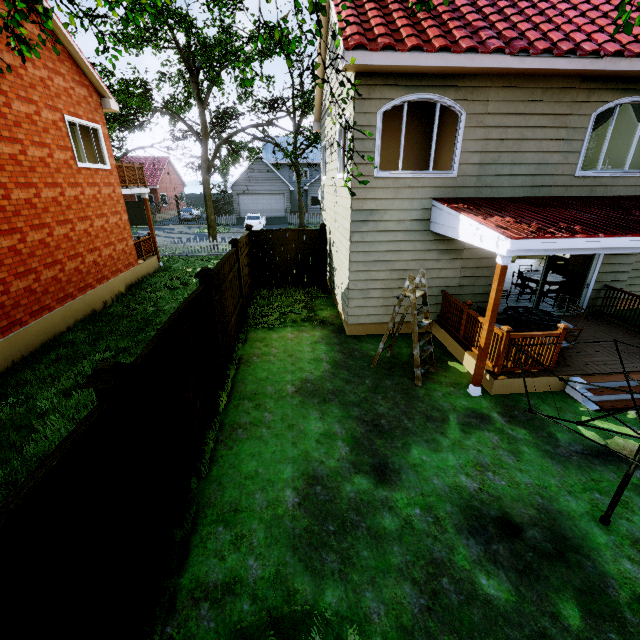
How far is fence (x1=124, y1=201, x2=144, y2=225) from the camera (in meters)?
31.62

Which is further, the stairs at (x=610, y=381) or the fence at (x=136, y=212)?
the fence at (x=136, y=212)

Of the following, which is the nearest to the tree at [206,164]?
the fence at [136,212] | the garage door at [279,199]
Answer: the fence at [136,212]

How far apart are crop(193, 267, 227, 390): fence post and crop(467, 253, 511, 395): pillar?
4.95m

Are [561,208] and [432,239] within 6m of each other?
yes

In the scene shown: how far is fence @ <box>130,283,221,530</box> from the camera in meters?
3.4

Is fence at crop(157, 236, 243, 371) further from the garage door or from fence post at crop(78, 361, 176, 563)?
the garage door

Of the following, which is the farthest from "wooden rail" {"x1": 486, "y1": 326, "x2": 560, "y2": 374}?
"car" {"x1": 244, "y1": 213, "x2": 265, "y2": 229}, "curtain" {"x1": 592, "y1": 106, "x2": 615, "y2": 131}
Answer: "car" {"x1": 244, "y1": 213, "x2": 265, "y2": 229}
